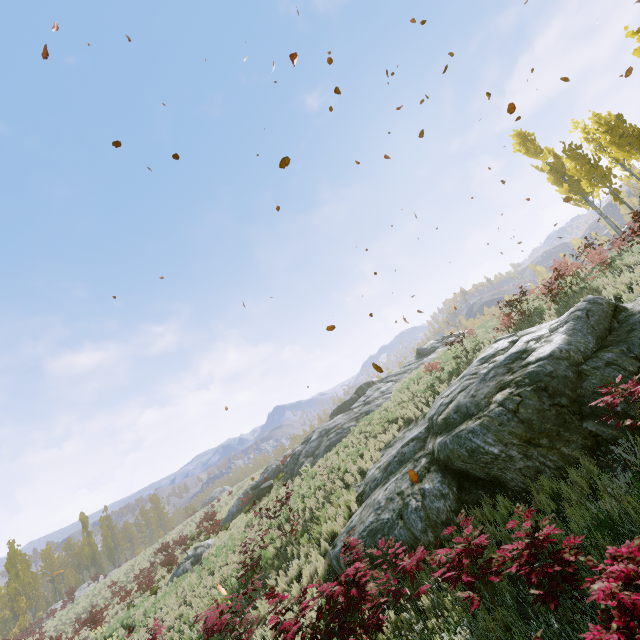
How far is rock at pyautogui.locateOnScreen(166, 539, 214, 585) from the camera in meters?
20.6

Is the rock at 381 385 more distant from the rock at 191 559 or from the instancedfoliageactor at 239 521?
the instancedfoliageactor at 239 521

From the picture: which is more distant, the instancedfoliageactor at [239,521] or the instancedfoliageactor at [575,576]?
the instancedfoliageactor at [239,521]

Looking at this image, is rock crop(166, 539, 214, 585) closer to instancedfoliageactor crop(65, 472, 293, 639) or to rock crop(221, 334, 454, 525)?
rock crop(221, 334, 454, 525)

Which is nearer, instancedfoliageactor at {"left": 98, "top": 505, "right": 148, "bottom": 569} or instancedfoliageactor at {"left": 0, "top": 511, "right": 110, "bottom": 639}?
instancedfoliageactor at {"left": 0, "top": 511, "right": 110, "bottom": 639}

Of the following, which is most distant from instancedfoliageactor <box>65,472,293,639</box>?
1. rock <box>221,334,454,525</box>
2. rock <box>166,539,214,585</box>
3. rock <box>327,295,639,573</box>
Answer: rock <box>166,539,214,585</box>

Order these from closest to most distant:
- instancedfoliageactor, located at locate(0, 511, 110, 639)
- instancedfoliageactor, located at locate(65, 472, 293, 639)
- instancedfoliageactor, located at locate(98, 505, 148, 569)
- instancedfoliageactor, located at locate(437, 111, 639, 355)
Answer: instancedfoliageactor, located at locate(437, 111, 639, 355), instancedfoliageactor, located at locate(65, 472, 293, 639), instancedfoliageactor, located at locate(0, 511, 110, 639), instancedfoliageactor, located at locate(98, 505, 148, 569)

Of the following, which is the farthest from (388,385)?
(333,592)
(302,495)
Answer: (333,592)
